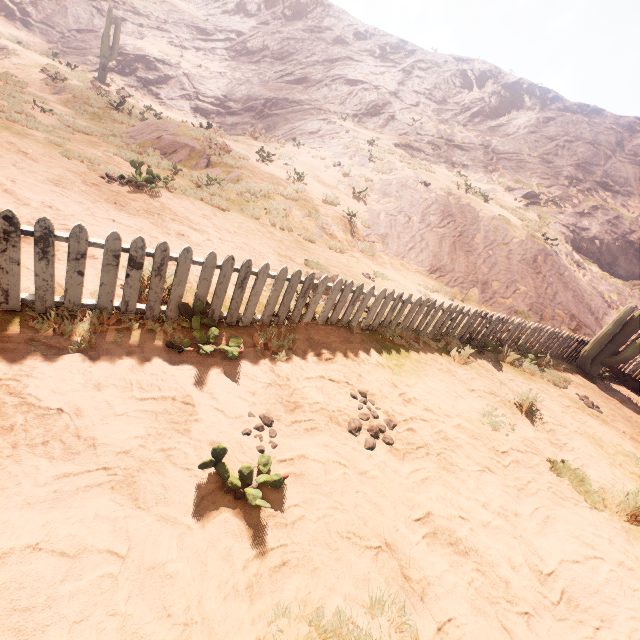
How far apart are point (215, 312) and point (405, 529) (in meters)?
3.28

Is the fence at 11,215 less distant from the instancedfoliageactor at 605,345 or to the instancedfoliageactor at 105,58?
the instancedfoliageactor at 605,345

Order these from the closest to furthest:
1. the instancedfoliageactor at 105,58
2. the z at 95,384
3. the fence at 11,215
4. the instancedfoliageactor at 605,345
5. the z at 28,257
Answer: the z at 95,384, the fence at 11,215, the z at 28,257, the instancedfoliageactor at 605,345, the instancedfoliageactor at 105,58

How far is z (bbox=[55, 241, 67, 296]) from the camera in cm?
366

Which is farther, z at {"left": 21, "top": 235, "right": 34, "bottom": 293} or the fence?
z at {"left": 21, "top": 235, "right": 34, "bottom": 293}

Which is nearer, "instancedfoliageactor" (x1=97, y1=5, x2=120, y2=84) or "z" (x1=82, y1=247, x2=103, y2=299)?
"z" (x1=82, y1=247, x2=103, y2=299)

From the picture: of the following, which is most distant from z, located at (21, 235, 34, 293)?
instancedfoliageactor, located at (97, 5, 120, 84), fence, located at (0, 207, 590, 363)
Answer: instancedfoliageactor, located at (97, 5, 120, 84)
